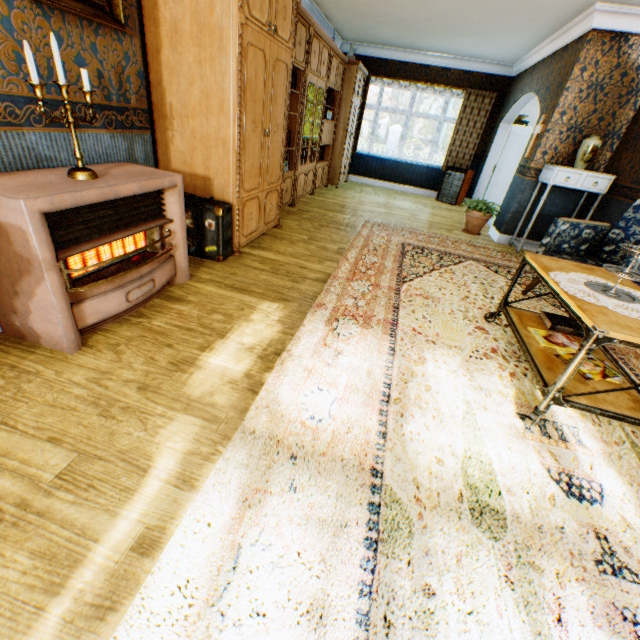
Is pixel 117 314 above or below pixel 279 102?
below

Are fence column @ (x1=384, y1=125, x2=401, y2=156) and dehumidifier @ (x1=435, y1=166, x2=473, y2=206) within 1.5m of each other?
no

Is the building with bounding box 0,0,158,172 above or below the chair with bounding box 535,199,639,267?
above

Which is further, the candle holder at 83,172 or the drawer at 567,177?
the drawer at 567,177

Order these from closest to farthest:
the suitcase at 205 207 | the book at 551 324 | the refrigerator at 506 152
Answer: →
1. the book at 551 324
2. the suitcase at 205 207
3. the refrigerator at 506 152

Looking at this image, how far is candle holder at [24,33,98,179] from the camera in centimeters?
158cm

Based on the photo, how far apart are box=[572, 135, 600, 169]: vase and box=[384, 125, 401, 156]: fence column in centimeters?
2073cm

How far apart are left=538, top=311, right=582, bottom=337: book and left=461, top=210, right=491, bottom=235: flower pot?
3.7 meters
